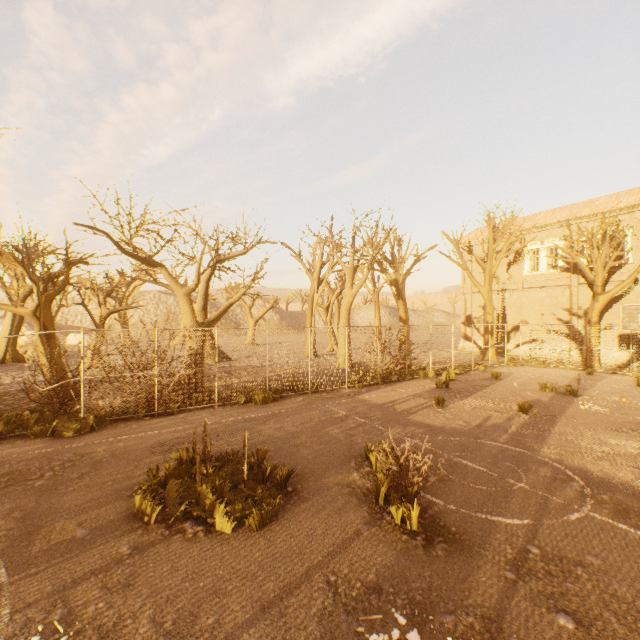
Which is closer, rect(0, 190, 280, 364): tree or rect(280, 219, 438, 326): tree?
rect(0, 190, 280, 364): tree

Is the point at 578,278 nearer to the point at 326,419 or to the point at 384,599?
the point at 326,419

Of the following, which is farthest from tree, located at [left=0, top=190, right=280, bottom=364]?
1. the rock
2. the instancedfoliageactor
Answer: the instancedfoliageactor

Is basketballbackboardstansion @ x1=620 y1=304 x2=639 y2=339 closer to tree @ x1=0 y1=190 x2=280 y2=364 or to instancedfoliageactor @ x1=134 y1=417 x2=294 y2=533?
tree @ x1=0 y1=190 x2=280 y2=364

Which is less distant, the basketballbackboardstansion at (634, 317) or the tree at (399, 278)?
the basketballbackboardstansion at (634, 317)

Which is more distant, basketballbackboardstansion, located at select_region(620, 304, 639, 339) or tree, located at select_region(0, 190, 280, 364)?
basketballbackboardstansion, located at select_region(620, 304, 639, 339)

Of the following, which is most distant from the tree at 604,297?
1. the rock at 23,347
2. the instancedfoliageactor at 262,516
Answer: the instancedfoliageactor at 262,516
